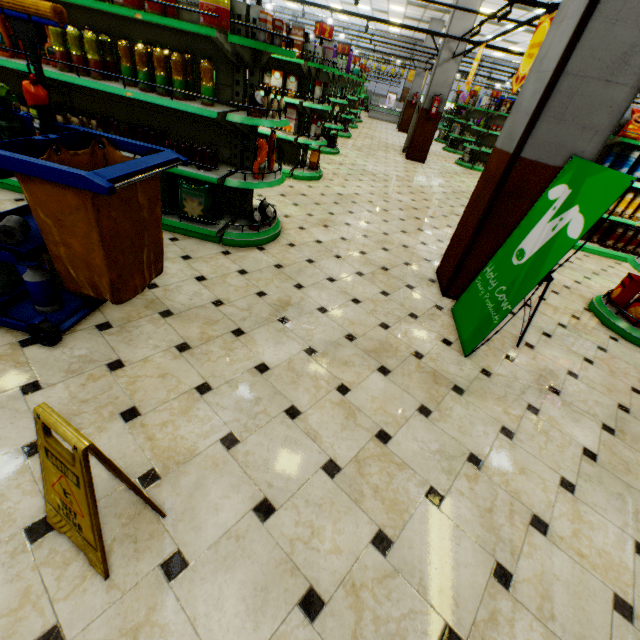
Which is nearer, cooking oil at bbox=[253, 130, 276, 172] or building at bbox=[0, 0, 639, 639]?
building at bbox=[0, 0, 639, 639]

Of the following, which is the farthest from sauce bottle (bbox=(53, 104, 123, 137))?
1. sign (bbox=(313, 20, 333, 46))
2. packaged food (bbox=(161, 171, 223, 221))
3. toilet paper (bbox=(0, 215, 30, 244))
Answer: sign (bbox=(313, 20, 333, 46))

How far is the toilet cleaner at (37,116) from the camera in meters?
1.8 m

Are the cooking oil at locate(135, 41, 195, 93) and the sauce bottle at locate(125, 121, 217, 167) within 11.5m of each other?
yes

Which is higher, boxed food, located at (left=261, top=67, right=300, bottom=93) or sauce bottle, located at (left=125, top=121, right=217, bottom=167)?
boxed food, located at (left=261, top=67, right=300, bottom=93)

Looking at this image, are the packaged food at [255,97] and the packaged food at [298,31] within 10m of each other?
yes

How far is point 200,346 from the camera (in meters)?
2.46

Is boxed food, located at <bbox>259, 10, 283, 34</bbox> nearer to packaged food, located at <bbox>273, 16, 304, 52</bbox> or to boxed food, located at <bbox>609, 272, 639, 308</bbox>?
packaged food, located at <bbox>273, 16, 304, 52</bbox>
